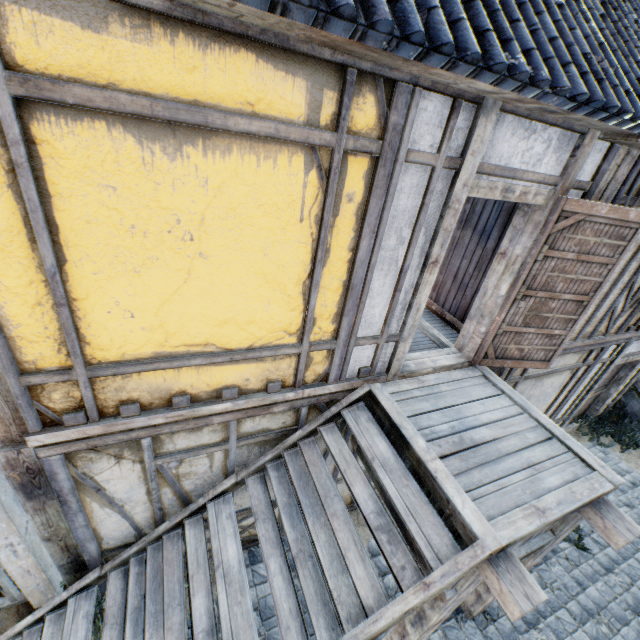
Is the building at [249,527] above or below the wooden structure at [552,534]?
below

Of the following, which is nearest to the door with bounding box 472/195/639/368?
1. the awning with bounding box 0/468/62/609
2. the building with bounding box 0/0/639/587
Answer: the building with bounding box 0/0/639/587

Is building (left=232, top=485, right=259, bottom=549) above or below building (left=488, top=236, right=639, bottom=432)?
below

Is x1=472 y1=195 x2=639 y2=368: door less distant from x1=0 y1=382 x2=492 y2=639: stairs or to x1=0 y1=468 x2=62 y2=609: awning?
x1=0 y1=382 x2=492 y2=639: stairs

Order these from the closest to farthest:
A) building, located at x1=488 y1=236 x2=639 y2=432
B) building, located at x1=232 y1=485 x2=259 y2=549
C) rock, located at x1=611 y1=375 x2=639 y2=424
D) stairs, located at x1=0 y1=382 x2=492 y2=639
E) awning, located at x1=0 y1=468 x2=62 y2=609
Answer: stairs, located at x1=0 y1=382 x2=492 y2=639 → awning, located at x1=0 y1=468 x2=62 y2=609 → building, located at x1=232 y1=485 x2=259 y2=549 → building, located at x1=488 y1=236 x2=639 y2=432 → rock, located at x1=611 y1=375 x2=639 y2=424

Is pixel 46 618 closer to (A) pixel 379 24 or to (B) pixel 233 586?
(B) pixel 233 586

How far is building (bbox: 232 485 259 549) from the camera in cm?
400

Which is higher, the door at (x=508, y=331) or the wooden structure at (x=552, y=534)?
the door at (x=508, y=331)
